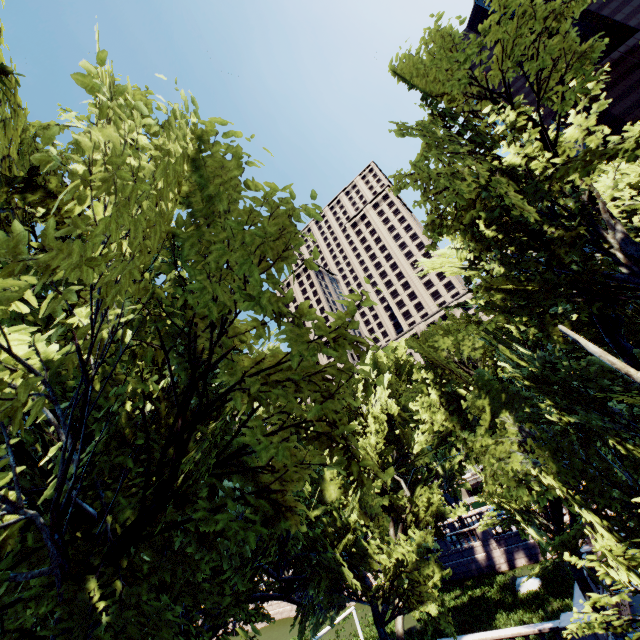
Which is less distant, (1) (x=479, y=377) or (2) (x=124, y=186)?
(2) (x=124, y=186)
